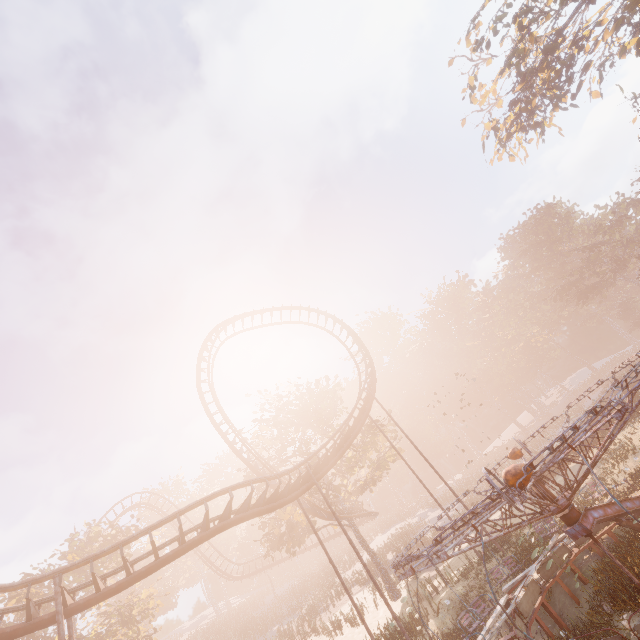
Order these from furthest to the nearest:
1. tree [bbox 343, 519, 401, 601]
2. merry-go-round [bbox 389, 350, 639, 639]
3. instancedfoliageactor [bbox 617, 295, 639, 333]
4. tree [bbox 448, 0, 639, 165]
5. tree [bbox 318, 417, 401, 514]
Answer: instancedfoliageactor [bbox 617, 295, 639, 333], tree [bbox 318, 417, 401, 514], tree [bbox 343, 519, 401, 601], tree [bbox 448, 0, 639, 165], merry-go-round [bbox 389, 350, 639, 639]

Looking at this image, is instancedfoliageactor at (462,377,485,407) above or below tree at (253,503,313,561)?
above

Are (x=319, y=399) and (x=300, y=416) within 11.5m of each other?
yes

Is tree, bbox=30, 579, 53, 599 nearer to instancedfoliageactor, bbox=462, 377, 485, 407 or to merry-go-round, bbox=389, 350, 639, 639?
merry-go-round, bbox=389, 350, 639, 639

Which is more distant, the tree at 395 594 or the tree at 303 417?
the tree at 303 417

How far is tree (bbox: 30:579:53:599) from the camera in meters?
22.3

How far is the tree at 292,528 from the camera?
25.9m

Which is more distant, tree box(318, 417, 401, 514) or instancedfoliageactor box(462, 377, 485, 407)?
instancedfoliageactor box(462, 377, 485, 407)
